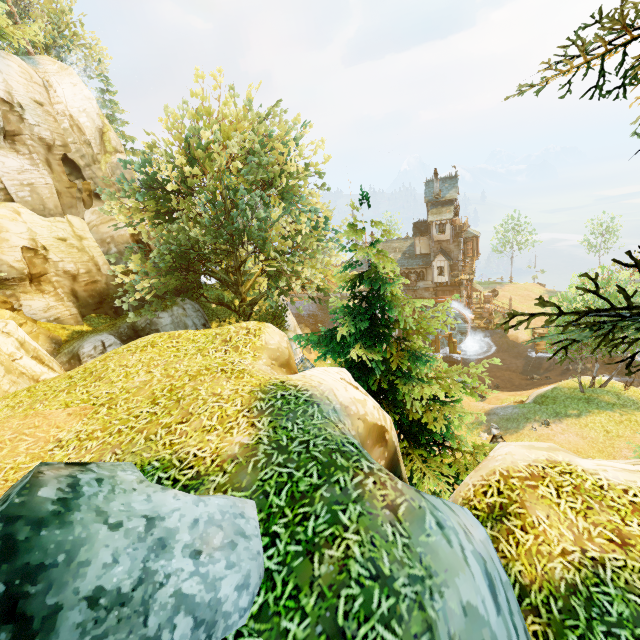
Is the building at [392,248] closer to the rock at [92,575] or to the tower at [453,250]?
the tower at [453,250]

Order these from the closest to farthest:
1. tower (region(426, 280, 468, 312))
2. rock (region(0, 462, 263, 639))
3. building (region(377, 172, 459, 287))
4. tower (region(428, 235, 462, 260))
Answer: rock (region(0, 462, 263, 639))
building (region(377, 172, 459, 287))
tower (region(428, 235, 462, 260))
tower (region(426, 280, 468, 312))

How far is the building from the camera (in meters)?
40.62

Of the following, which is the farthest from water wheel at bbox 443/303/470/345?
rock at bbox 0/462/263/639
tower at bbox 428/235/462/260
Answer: rock at bbox 0/462/263/639

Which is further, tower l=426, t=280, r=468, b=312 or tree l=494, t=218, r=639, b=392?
tower l=426, t=280, r=468, b=312

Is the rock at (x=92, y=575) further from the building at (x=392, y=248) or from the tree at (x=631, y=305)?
the building at (x=392, y=248)

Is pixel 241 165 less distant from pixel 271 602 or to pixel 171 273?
pixel 171 273

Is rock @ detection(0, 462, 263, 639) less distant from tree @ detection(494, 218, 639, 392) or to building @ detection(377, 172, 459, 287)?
tree @ detection(494, 218, 639, 392)
